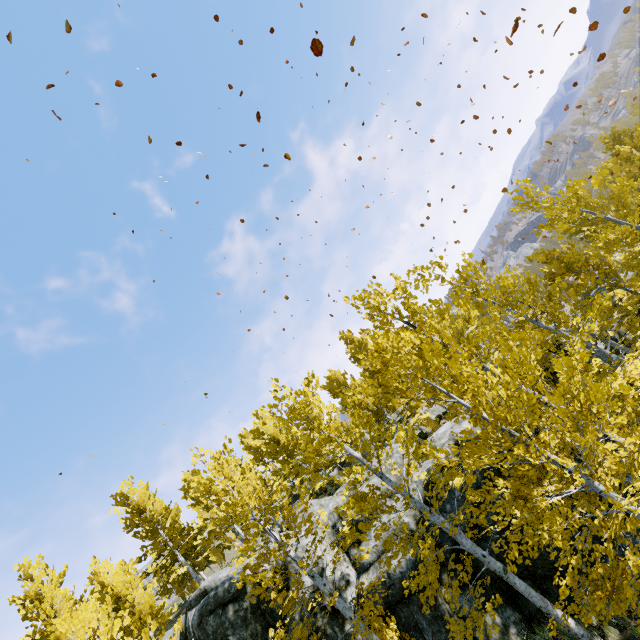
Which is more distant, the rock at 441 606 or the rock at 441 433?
the rock at 441 433

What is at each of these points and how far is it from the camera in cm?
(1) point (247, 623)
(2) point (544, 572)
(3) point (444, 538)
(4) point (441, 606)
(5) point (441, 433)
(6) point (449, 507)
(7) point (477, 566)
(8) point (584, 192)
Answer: (1) rock, 1245
(2) rock, 1050
(3) rock, 1139
(4) rock, 1062
(5) rock, 1570
(6) rock, 1184
(7) rock, 1096
(8) instancedfoliageactor, 1150

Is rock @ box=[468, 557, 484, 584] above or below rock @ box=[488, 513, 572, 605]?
above

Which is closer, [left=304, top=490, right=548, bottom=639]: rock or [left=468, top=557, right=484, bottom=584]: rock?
[left=304, top=490, right=548, bottom=639]: rock

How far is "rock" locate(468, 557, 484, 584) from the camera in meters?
10.9

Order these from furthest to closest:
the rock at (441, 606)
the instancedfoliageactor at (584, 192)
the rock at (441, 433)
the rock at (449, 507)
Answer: the rock at (441, 433), the rock at (449, 507), the rock at (441, 606), the instancedfoliageactor at (584, 192)

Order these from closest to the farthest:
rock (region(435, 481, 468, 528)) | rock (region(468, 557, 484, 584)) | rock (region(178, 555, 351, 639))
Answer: rock (region(468, 557, 484, 584)) < rock (region(435, 481, 468, 528)) < rock (region(178, 555, 351, 639))
